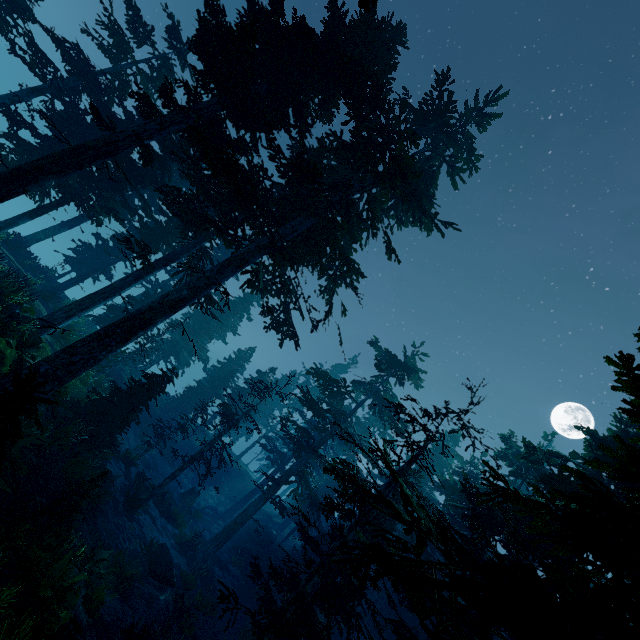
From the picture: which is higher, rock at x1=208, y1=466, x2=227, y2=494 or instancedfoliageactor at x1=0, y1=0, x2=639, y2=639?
instancedfoliageactor at x1=0, y1=0, x2=639, y2=639

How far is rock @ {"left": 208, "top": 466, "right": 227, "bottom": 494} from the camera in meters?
36.3 m

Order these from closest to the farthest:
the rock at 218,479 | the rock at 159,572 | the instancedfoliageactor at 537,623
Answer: the instancedfoliageactor at 537,623, the rock at 159,572, the rock at 218,479

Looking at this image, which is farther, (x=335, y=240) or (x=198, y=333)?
(x=198, y=333)

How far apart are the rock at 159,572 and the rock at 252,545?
13.9 meters

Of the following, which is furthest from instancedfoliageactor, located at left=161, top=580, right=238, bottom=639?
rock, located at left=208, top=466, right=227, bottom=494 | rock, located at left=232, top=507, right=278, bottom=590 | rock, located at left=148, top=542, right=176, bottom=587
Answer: rock, located at left=208, top=466, right=227, bottom=494

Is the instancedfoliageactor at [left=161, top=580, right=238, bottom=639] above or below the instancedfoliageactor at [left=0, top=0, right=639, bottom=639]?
below
